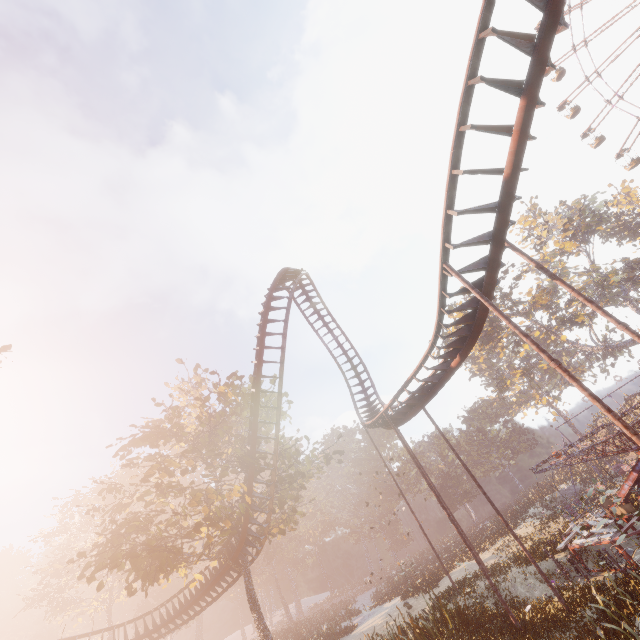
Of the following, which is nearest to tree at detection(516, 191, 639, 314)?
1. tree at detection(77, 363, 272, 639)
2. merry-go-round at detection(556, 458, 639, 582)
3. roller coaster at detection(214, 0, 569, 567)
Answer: merry-go-round at detection(556, 458, 639, 582)

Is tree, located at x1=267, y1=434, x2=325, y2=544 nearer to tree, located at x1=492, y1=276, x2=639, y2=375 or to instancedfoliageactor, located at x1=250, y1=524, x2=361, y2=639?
instancedfoliageactor, located at x1=250, y1=524, x2=361, y2=639

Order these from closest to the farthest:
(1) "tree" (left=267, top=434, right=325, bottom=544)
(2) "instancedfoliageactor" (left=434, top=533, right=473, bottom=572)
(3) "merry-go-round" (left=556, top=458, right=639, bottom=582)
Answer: (3) "merry-go-round" (left=556, top=458, right=639, bottom=582), (1) "tree" (left=267, top=434, right=325, bottom=544), (2) "instancedfoliageactor" (left=434, top=533, right=473, bottom=572)

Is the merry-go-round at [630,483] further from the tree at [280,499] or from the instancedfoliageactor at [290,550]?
the tree at [280,499]

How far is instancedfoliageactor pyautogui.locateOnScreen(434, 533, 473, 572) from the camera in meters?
27.7 m

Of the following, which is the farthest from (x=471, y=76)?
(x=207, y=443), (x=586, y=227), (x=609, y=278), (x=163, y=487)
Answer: (x=586, y=227)

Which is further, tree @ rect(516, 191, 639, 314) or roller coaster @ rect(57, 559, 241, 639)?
tree @ rect(516, 191, 639, 314)

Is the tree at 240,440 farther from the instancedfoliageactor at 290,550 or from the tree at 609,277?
the tree at 609,277
